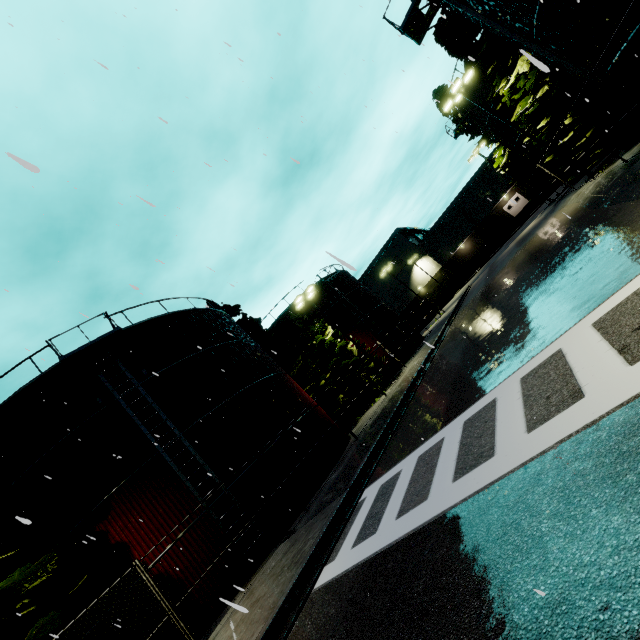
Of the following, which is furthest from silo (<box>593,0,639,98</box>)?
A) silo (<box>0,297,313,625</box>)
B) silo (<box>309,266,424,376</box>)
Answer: silo (<box>309,266,424,376</box>)

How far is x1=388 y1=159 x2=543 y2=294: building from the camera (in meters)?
50.78

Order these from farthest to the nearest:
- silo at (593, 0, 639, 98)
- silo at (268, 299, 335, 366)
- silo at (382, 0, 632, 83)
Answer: silo at (268, 299, 335, 366)
silo at (382, 0, 632, 83)
silo at (593, 0, 639, 98)

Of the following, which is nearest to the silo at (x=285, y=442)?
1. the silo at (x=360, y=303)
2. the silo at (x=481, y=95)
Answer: the silo at (x=360, y=303)

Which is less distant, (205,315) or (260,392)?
(260,392)

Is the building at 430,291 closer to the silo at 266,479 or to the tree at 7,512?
the silo at 266,479

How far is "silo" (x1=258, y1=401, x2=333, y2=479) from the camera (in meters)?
14.84

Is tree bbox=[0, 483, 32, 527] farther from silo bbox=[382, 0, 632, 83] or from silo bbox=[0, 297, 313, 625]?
silo bbox=[382, 0, 632, 83]
